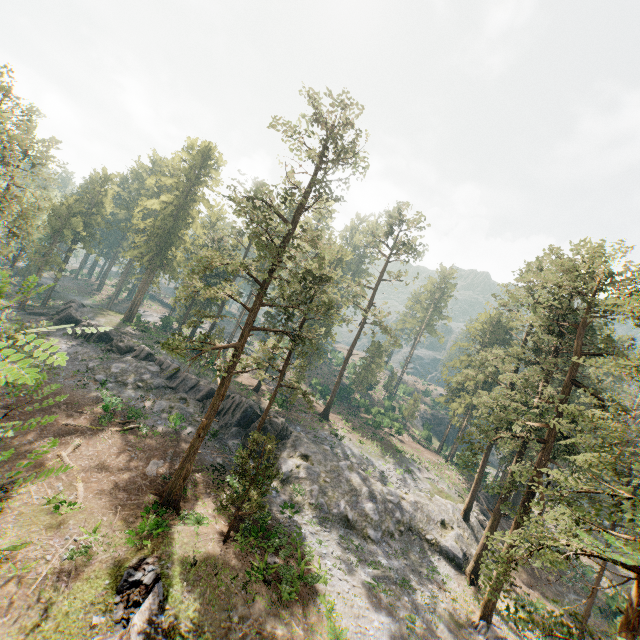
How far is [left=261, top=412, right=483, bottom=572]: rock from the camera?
29.2 meters

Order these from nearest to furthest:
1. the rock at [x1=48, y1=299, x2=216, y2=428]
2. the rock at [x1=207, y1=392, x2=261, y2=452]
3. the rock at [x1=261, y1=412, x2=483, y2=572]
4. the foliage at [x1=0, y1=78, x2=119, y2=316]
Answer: the foliage at [x1=0, y1=78, x2=119, y2=316] < the rock at [x1=261, y1=412, x2=483, y2=572] < the rock at [x1=207, y1=392, x2=261, y2=452] < the rock at [x1=48, y1=299, x2=216, y2=428]

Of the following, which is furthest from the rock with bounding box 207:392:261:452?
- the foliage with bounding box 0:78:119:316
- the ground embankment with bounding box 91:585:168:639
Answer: the ground embankment with bounding box 91:585:168:639

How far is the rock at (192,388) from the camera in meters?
34.7 m

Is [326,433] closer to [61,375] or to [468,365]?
[61,375]

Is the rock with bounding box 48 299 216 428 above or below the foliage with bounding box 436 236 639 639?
below
